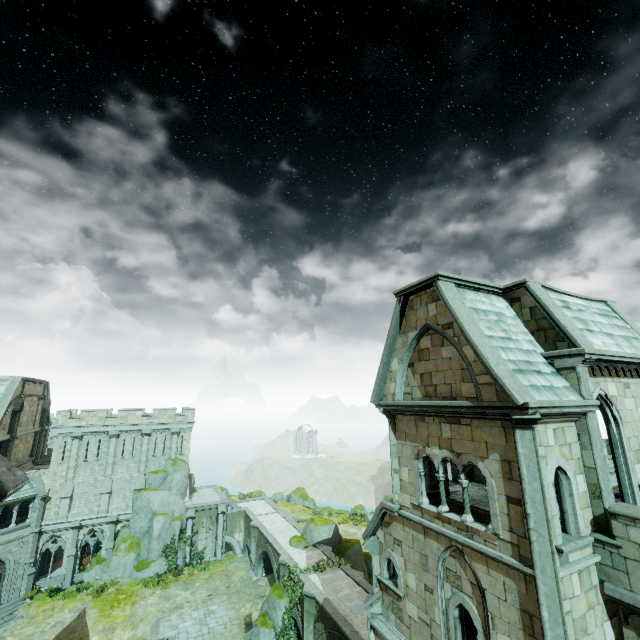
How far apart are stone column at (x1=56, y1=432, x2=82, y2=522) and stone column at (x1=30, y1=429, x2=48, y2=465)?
12.7m

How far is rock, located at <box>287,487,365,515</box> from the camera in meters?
53.2 m

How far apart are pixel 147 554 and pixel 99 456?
11.4 meters

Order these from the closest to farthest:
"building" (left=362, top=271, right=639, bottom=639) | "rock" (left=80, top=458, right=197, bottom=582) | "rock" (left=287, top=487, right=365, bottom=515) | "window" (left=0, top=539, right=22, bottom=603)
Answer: "building" (left=362, top=271, right=639, bottom=639)
"window" (left=0, top=539, right=22, bottom=603)
"rock" (left=80, top=458, right=197, bottom=582)
"rock" (left=287, top=487, right=365, bottom=515)

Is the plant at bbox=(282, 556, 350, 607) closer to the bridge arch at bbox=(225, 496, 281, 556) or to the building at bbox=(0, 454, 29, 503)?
the building at bbox=(0, 454, 29, 503)

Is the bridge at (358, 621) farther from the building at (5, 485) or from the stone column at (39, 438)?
the stone column at (39, 438)

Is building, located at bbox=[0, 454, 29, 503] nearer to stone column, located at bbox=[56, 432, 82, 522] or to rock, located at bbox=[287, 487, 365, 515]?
stone column, located at bbox=[56, 432, 82, 522]

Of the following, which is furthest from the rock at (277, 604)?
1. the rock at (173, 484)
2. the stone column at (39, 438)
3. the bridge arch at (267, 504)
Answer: the stone column at (39, 438)
